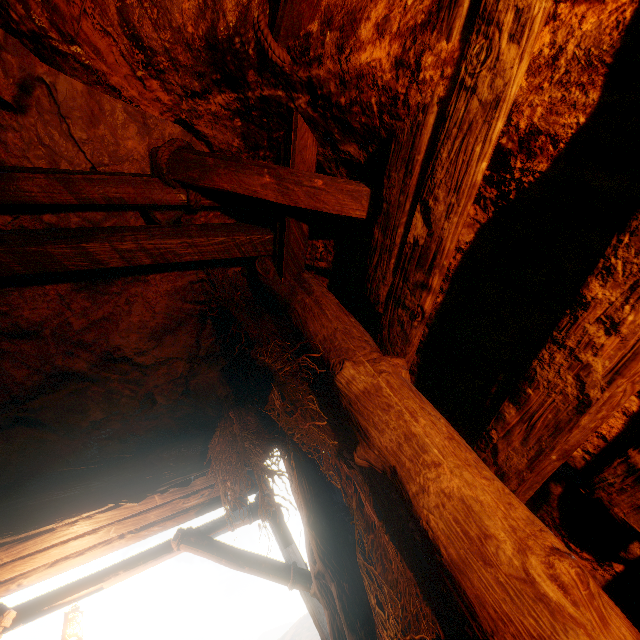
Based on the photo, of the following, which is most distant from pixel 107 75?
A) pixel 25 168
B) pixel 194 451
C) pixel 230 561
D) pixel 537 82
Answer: pixel 230 561

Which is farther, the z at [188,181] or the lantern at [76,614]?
the lantern at [76,614]

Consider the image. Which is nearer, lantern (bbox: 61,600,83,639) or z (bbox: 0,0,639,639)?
z (bbox: 0,0,639,639)
